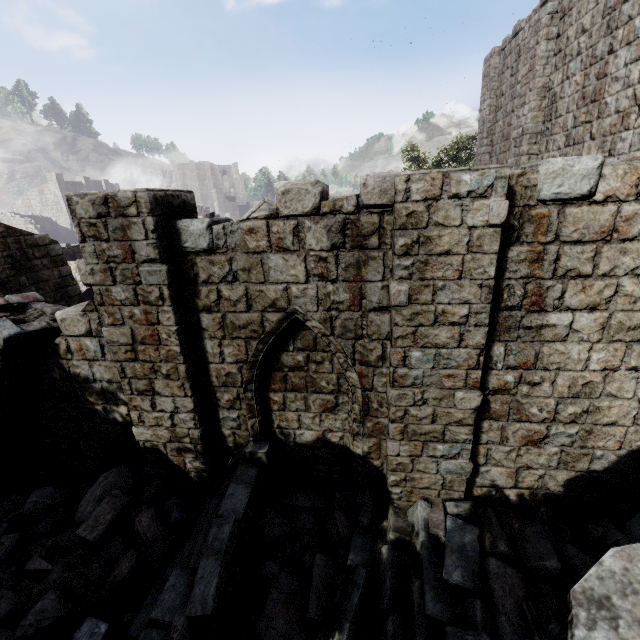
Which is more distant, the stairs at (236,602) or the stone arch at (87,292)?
the stone arch at (87,292)

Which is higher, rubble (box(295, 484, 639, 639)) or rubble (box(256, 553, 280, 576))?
rubble (box(295, 484, 639, 639))

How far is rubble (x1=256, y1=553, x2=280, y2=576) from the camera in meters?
5.3

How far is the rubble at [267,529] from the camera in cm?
565

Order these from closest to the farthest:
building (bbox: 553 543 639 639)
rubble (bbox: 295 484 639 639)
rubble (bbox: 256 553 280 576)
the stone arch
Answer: building (bbox: 553 543 639 639) → rubble (bbox: 295 484 639 639) → rubble (bbox: 256 553 280 576) → the stone arch

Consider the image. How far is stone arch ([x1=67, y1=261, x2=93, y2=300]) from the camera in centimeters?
2017cm

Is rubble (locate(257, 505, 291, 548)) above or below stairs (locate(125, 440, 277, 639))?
below

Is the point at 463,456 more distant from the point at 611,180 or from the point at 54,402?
the point at 54,402
